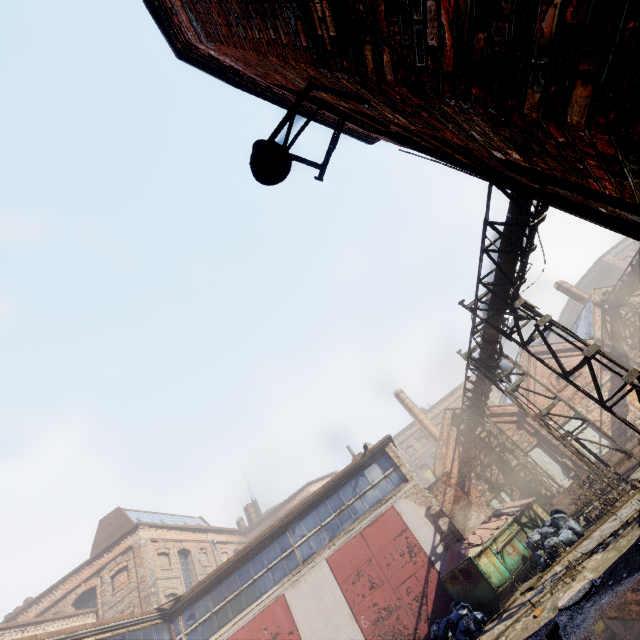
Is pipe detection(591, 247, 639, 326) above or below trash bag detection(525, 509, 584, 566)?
above

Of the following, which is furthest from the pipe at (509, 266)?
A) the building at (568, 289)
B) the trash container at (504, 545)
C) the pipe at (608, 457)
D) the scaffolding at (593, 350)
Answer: the trash container at (504, 545)

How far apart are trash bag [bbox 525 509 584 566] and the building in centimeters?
1951cm

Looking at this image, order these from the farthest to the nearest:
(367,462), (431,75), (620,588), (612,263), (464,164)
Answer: (612,263) → (367,462) → (620,588) → (464,164) → (431,75)

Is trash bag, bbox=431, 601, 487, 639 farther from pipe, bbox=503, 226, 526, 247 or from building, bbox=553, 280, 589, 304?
building, bbox=553, 280, 589, 304

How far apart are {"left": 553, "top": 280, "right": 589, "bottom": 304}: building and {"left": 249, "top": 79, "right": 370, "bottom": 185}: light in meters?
30.0

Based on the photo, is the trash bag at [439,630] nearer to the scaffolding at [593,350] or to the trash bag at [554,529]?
the trash bag at [554,529]

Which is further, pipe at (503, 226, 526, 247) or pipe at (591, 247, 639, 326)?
pipe at (591, 247, 639, 326)
